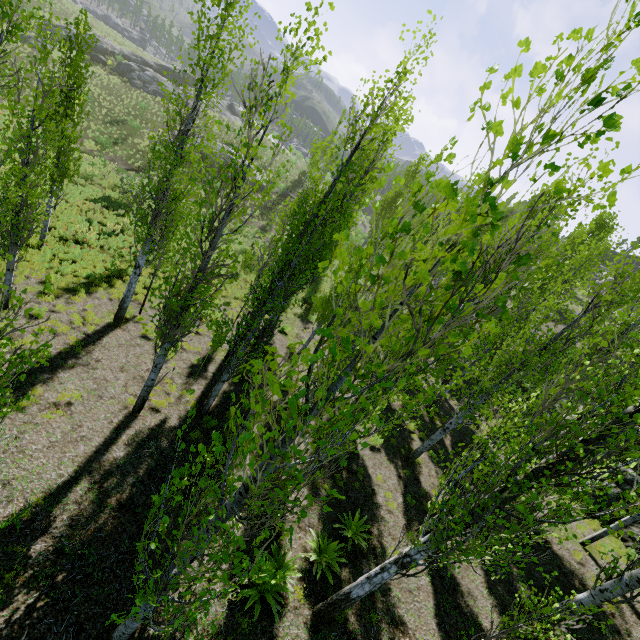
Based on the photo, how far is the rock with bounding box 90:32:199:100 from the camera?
42.03m

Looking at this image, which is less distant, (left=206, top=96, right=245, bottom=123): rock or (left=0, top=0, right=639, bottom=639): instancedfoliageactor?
(left=0, top=0, right=639, bottom=639): instancedfoliageactor

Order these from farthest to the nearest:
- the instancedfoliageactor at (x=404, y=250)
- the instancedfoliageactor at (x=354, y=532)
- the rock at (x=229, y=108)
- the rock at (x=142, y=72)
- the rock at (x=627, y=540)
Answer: the rock at (x=229, y=108)
the rock at (x=142, y=72)
the rock at (x=627, y=540)
the instancedfoliageactor at (x=354, y=532)
the instancedfoliageactor at (x=404, y=250)

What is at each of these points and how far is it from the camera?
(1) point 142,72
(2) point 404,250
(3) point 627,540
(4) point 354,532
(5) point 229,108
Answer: (1) rock, 43.2m
(2) instancedfoliageactor, 1.4m
(3) rock, 12.3m
(4) instancedfoliageactor, 8.7m
(5) rock, 53.5m

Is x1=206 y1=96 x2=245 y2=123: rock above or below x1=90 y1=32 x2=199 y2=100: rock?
above

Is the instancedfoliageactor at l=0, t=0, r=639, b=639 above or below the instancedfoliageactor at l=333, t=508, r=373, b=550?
above

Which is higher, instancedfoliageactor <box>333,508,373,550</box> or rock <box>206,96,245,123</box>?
rock <box>206,96,245,123</box>

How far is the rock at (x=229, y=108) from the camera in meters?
49.8
